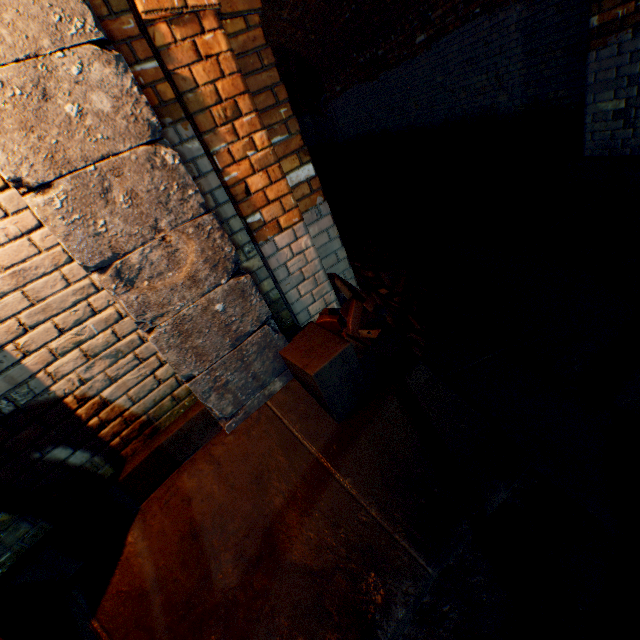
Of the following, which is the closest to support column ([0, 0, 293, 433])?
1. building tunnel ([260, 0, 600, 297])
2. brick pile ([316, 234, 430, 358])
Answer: brick pile ([316, 234, 430, 358])

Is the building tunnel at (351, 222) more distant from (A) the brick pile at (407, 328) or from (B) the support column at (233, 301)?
(B) the support column at (233, 301)

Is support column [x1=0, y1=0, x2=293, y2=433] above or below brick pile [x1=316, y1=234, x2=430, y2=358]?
above

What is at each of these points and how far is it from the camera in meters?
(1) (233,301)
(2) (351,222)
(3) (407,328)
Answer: (1) support column, 1.9
(2) building tunnel, 7.0
(3) brick pile, 2.9

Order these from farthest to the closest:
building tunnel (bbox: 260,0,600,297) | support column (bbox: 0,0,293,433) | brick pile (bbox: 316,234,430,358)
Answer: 1. building tunnel (bbox: 260,0,600,297)
2. brick pile (bbox: 316,234,430,358)
3. support column (bbox: 0,0,293,433)

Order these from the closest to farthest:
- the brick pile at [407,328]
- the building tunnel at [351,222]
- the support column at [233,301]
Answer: the support column at [233,301] < the brick pile at [407,328] < the building tunnel at [351,222]

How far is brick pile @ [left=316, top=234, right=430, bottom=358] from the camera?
2.5m

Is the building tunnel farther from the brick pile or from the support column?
the support column
